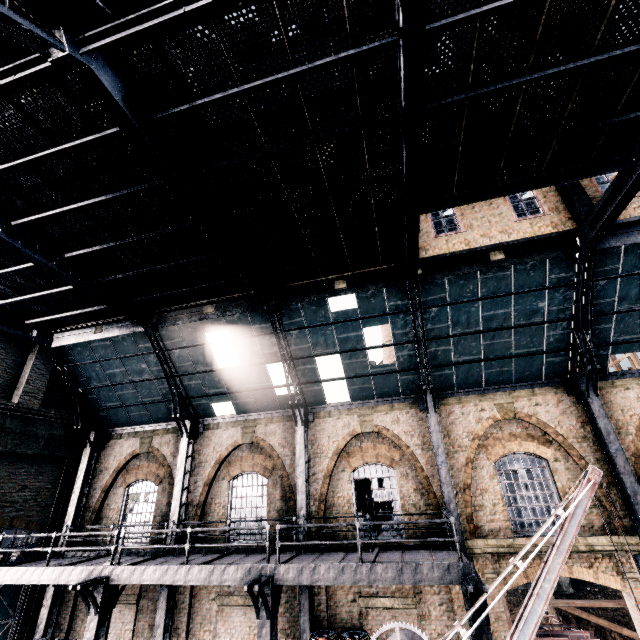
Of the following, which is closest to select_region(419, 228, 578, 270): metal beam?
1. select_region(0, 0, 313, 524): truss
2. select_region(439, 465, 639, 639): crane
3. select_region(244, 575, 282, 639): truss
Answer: select_region(0, 0, 313, 524): truss

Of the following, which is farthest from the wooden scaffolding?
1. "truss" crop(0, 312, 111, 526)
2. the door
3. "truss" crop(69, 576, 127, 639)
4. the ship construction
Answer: the door

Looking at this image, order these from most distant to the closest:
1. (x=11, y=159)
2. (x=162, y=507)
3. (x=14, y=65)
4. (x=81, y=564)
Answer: (x=162, y=507)
(x=81, y=564)
(x=11, y=159)
(x=14, y=65)

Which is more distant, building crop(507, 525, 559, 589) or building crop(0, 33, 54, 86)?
building crop(507, 525, 559, 589)

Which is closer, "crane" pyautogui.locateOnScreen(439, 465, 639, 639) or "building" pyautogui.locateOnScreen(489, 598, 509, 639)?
"crane" pyautogui.locateOnScreen(439, 465, 639, 639)

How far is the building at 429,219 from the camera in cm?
1179

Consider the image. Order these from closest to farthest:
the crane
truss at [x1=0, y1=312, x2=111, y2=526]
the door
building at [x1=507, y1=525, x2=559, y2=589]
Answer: the crane, building at [x1=507, y1=525, x2=559, y2=589], the door, truss at [x1=0, y1=312, x2=111, y2=526]

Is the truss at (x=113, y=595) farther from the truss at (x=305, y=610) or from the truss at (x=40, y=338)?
the truss at (x=305, y=610)
